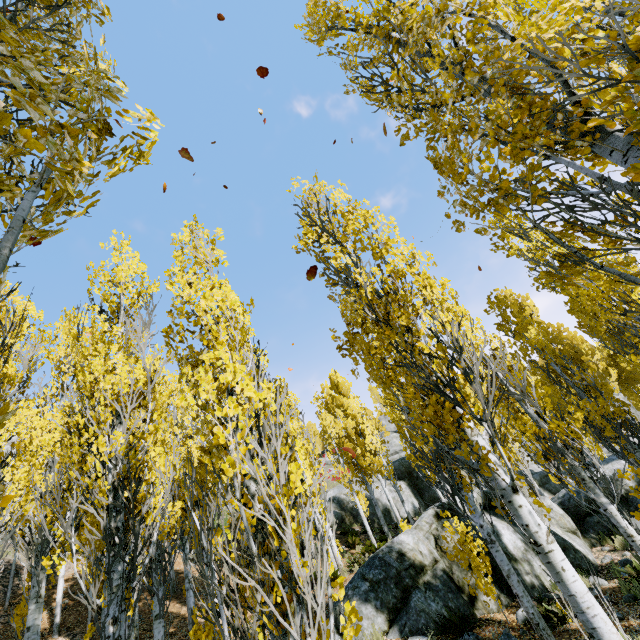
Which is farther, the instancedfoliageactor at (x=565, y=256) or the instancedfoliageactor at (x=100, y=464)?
the instancedfoliageactor at (x=565, y=256)

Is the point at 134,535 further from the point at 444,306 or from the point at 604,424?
the point at 604,424

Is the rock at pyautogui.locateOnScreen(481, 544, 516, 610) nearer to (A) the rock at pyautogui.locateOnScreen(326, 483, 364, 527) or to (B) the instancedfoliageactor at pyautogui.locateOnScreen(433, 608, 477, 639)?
(B) the instancedfoliageactor at pyautogui.locateOnScreen(433, 608, 477, 639)

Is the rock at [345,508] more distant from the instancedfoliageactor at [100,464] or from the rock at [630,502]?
the rock at [630,502]

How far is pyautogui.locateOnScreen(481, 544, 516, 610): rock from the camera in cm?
797

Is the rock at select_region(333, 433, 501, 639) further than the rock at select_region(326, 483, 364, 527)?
No

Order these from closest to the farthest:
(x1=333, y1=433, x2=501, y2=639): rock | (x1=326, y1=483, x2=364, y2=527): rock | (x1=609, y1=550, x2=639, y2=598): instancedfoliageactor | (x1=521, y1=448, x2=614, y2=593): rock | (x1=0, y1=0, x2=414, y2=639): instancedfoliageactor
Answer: (x1=0, y1=0, x2=414, y2=639): instancedfoliageactor, (x1=609, y1=550, x2=639, y2=598): instancedfoliageactor, (x1=333, y1=433, x2=501, y2=639): rock, (x1=521, y1=448, x2=614, y2=593): rock, (x1=326, y1=483, x2=364, y2=527): rock

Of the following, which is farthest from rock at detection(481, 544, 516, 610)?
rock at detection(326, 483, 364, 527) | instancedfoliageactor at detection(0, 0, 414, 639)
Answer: rock at detection(326, 483, 364, 527)
